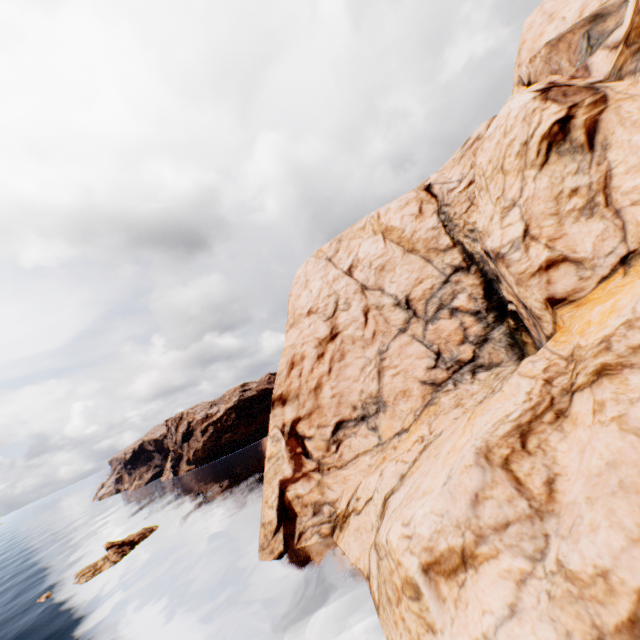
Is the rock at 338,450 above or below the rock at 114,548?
above

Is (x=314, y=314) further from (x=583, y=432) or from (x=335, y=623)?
(x=583, y=432)

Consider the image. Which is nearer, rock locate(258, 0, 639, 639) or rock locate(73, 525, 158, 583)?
rock locate(258, 0, 639, 639)

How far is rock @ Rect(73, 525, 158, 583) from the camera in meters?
39.2

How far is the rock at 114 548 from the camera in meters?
39.2 m

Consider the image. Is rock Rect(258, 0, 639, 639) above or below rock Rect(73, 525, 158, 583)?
above
